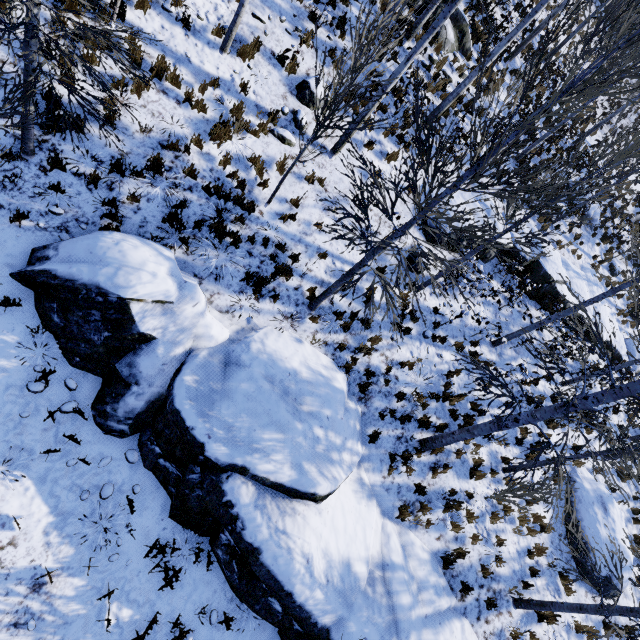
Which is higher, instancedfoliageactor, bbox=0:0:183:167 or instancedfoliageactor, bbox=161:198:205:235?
instancedfoliageactor, bbox=0:0:183:167

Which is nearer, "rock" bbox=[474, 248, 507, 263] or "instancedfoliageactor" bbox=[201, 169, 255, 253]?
"instancedfoliageactor" bbox=[201, 169, 255, 253]

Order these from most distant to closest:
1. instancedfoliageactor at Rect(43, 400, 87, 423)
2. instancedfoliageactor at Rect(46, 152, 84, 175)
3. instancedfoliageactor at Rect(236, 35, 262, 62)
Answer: instancedfoliageactor at Rect(236, 35, 262, 62) < instancedfoliageactor at Rect(46, 152, 84, 175) < instancedfoliageactor at Rect(43, 400, 87, 423)

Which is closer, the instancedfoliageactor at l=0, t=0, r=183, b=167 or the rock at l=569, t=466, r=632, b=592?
the instancedfoliageactor at l=0, t=0, r=183, b=167

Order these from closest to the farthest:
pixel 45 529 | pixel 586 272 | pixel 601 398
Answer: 1. pixel 45 529
2. pixel 601 398
3. pixel 586 272

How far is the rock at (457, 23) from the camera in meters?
12.0 m

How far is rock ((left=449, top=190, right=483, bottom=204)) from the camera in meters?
11.7 m

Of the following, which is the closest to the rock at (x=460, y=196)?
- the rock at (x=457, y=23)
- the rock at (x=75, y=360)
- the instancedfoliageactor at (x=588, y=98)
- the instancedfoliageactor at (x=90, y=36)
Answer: the instancedfoliageactor at (x=588, y=98)
